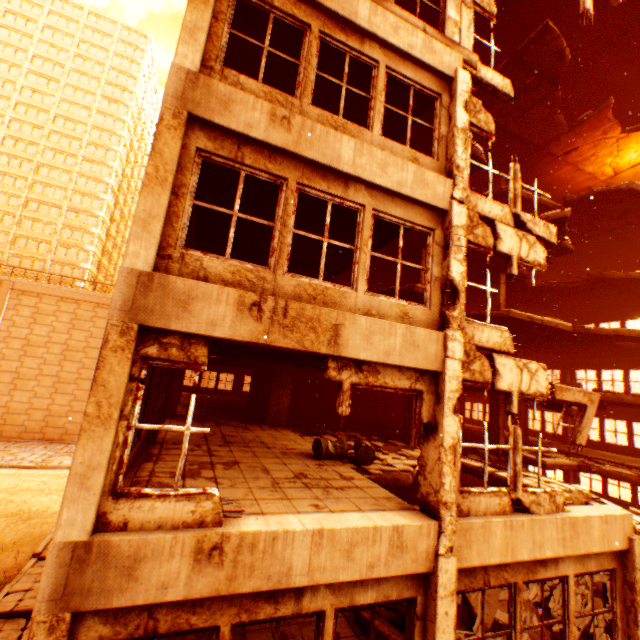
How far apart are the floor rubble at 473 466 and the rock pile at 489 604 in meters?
0.9 m

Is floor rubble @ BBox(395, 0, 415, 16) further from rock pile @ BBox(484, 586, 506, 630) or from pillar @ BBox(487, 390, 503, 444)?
rock pile @ BBox(484, 586, 506, 630)

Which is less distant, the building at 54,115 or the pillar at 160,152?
the pillar at 160,152

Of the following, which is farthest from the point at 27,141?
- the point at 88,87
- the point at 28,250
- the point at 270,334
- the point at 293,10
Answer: the point at 270,334

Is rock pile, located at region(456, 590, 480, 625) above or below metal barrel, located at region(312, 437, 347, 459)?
below

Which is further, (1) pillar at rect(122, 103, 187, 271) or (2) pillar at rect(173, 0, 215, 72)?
(2) pillar at rect(173, 0, 215, 72)

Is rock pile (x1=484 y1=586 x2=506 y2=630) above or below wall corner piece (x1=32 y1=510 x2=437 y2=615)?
below

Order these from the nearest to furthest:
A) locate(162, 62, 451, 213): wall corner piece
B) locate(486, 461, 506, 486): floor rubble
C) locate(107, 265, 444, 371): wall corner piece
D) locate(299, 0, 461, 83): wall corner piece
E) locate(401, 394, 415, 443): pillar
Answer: locate(107, 265, 444, 371): wall corner piece
locate(162, 62, 451, 213): wall corner piece
locate(299, 0, 461, 83): wall corner piece
locate(486, 461, 506, 486): floor rubble
locate(401, 394, 415, 443): pillar
